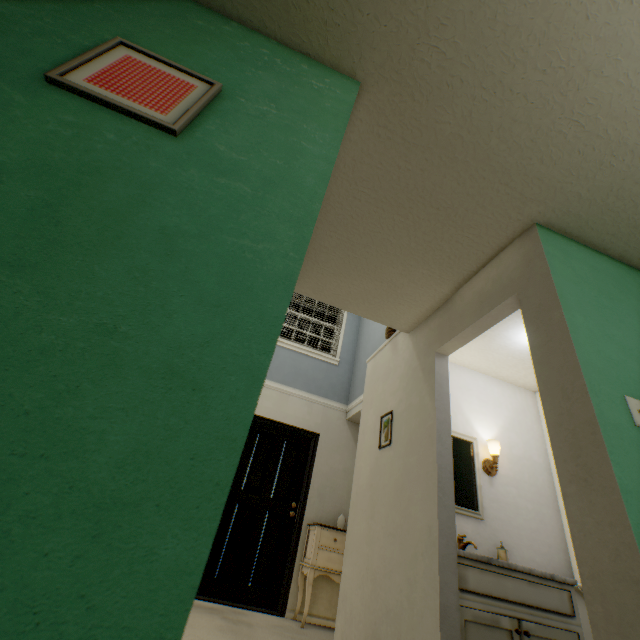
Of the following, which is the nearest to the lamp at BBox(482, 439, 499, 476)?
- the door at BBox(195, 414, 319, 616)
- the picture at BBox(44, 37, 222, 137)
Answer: the door at BBox(195, 414, 319, 616)

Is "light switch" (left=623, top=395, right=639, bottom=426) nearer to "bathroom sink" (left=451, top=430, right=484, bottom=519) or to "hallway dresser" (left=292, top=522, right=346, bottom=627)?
"bathroom sink" (left=451, top=430, right=484, bottom=519)

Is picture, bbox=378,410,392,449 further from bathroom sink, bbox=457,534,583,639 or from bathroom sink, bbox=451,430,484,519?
bathroom sink, bbox=457,534,583,639

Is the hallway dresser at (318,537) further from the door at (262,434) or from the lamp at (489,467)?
the lamp at (489,467)

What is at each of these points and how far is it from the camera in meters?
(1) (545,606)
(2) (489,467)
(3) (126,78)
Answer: (1) bathroom sink, 1.9 m
(2) lamp, 2.8 m
(3) picture, 1.0 m

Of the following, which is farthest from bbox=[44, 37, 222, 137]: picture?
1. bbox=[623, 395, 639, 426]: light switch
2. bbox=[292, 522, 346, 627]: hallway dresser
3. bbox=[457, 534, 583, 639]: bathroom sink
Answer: bbox=[292, 522, 346, 627]: hallway dresser

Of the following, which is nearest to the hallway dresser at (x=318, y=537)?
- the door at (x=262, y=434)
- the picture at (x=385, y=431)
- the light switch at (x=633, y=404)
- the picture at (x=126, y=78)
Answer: the door at (x=262, y=434)
